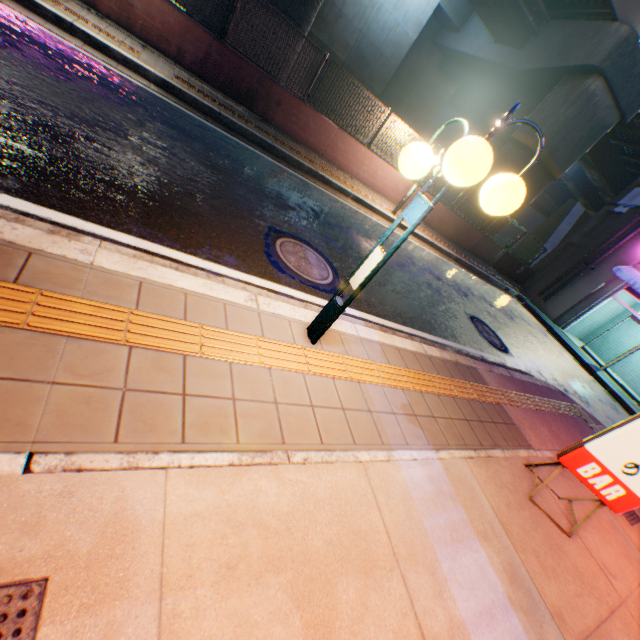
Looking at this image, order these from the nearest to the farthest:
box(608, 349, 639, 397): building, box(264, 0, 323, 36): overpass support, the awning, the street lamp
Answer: the street lamp → box(264, 0, 323, 36): overpass support → the awning → box(608, 349, 639, 397): building

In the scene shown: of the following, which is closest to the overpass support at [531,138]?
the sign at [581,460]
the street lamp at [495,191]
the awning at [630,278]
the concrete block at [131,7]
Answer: the concrete block at [131,7]

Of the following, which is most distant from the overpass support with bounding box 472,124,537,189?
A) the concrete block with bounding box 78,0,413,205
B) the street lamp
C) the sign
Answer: the sign

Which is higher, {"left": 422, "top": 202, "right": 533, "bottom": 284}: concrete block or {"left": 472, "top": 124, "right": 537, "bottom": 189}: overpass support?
{"left": 472, "top": 124, "right": 537, "bottom": 189}: overpass support

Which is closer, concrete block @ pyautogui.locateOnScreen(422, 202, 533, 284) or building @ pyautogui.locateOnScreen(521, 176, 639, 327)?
concrete block @ pyautogui.locateOnScreen(422, 202, 533, 284)

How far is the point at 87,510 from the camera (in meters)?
1.45

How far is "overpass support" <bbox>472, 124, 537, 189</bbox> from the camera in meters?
14.4 m

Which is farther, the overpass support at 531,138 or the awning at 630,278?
the overpass support at 531,138
